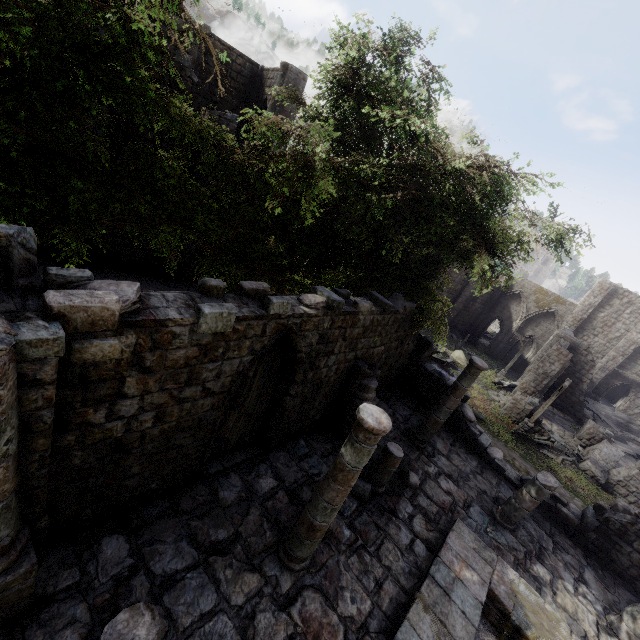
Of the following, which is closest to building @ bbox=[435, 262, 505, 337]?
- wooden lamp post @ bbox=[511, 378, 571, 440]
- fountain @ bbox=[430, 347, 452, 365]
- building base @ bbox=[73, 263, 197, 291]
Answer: Result: building base @ bbox=[73, 263, 197, 291]

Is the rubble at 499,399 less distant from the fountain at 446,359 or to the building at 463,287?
the building at 463,287

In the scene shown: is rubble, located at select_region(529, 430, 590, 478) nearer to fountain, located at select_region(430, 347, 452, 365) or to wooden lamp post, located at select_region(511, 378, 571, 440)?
wooden lamp post, located at select_region(511, 378, 571, 440)

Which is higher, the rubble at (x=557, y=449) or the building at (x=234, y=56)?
the building at (x=234, y=56)

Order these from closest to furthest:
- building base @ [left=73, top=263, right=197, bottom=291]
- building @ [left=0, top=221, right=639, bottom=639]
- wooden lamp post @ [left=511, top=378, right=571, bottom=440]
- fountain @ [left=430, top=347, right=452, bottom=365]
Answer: building @ [left=0, top=221, right=639, bottom=639] → building base @ [left=73, top=263, right=197, bottom=291] → wooden lamp post @ [left=511, top=378, right=571, bottom=440] → fountain @ [left=430, top=347, right=452, bottom=365]

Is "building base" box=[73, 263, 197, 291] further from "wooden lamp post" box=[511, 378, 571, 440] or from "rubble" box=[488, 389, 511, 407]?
"rubble" box=[488, 389, 511, 407]

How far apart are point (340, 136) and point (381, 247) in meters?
4.5

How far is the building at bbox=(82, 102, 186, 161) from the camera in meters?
13.1 m
